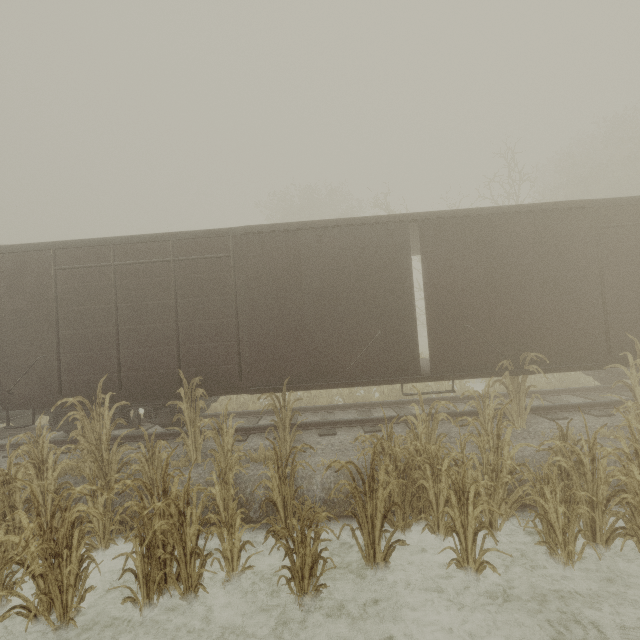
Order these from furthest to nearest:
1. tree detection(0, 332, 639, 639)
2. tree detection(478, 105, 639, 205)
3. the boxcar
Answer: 1. tree detection(478, 105, 639, 205)
2. the boxcar
3. tree detection(0, 332, 639, 639)

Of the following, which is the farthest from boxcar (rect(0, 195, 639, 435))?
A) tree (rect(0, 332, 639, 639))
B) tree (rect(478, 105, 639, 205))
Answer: tree (rect(478, 105, 639, 205))

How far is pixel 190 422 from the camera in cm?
657

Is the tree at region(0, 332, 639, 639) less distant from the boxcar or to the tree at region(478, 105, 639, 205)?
the boxcar

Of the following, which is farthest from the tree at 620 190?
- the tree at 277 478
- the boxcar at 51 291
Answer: the tree at 277 478

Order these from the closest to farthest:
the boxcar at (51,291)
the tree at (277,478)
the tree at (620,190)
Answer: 1. the tree at (277,478)
2. the boxcar at (51,291)
3. the tree at (620,190)
